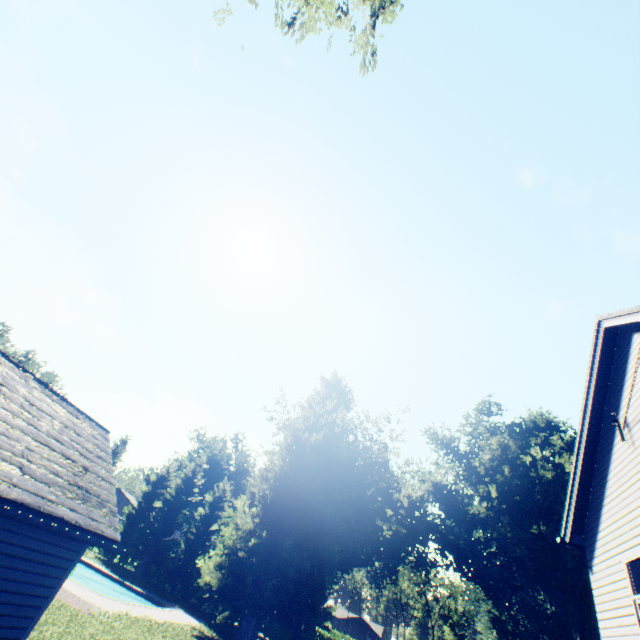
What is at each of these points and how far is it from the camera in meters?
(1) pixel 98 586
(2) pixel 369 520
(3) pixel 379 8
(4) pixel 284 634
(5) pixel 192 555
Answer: (1) swimming pool, 29.6
(2) plant, 54.4
(3) tree, 11.3
(4) hedge, 32.6
(5) tree, 37.3

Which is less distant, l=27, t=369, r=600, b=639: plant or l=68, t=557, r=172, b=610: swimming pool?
l=27, t=369, r=600, b=639: plant

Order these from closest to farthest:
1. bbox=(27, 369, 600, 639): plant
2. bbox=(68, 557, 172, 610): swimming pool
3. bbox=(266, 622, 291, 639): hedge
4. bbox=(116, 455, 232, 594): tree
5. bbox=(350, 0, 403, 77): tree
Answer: bbox=(350, 0, 403, 77): tree → bbox=(27, 369, 600, 639): plant → bbox=(68, 557, 172, 610): swimming pool → bbox=(266, 622, 291, 639): hedge → bbox=(116, 455, 232, 594): tree

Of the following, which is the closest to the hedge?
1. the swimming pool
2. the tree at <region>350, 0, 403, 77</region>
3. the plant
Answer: the plant

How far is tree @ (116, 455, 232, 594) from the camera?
36.2 meters

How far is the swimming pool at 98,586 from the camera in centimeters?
2509cm

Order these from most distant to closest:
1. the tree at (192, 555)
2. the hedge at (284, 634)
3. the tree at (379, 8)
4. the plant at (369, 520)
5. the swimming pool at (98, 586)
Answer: the tree at (192, 555), the hedge at (284, 634), the swimming pool at (98, 586), the plant at (369, 520), the tree at (379, 8)

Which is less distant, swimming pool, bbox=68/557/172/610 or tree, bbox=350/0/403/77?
tree, bbox=350/0/403/77
